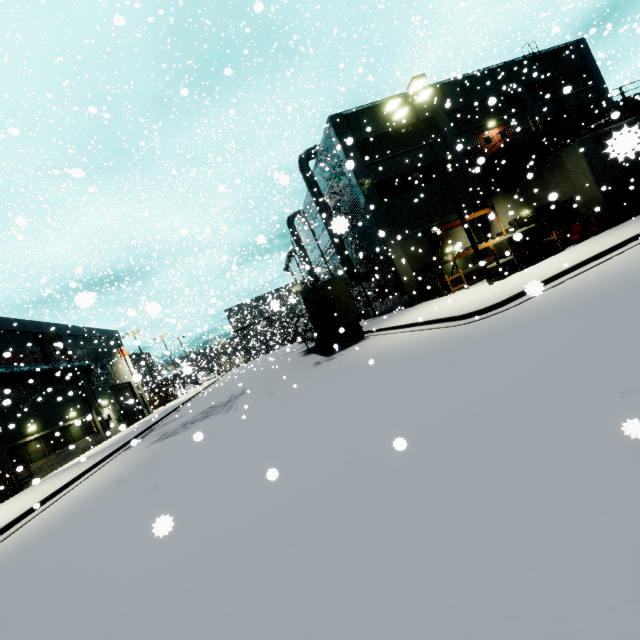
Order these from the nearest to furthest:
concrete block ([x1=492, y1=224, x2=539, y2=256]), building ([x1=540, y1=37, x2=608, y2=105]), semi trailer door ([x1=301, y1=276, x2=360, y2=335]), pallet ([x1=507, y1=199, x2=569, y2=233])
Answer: concrete block ([x1=492, y1=224, x2=539, y2=256]), semi trailer door ([x1=301, y1=276, x2=360, y2=335]), pallet ([x1=507, y1=199, x2=569, y2=233]), building ([x1=540, y1=37, x2=608, y2=105])

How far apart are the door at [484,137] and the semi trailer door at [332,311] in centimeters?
1729cm

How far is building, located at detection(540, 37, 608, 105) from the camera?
27.11m

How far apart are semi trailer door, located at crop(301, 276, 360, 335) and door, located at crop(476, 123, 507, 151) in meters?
17.3 m

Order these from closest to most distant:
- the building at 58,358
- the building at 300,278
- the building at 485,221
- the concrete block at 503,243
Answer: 1. the building at 485,221
2. the concrete block at 503,243
3. the building at 58,358
4. the building at 300,278

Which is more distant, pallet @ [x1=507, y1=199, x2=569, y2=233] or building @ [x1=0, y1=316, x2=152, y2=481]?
building @ [x1=0, y1=316, x2=152, y2=481]

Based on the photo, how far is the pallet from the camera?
18.2m

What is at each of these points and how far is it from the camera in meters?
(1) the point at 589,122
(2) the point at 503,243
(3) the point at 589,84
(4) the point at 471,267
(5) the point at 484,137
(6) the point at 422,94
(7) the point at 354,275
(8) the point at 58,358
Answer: (1) balcony, 26.4
(2) concrete block, 15.9
(3) building, 27.9
(4) building, 24.2
(5) door, 25.3
(6) light, 15.4
(7) vent duct, 27.8
(8) building, 26.3
